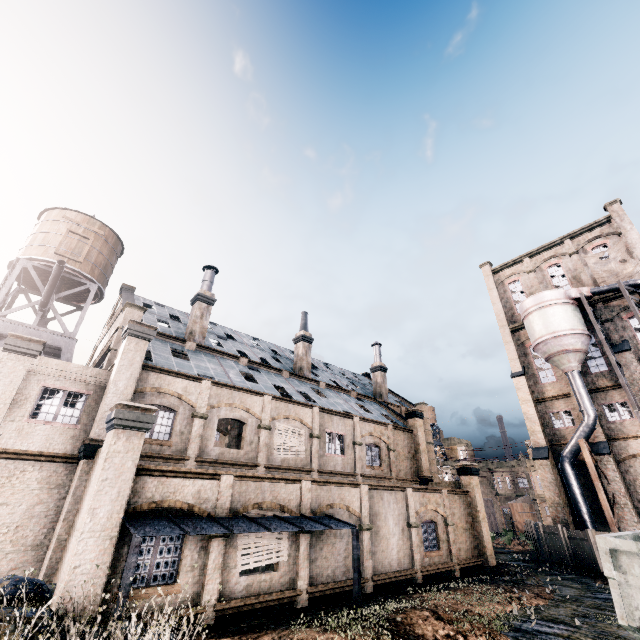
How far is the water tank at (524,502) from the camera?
44.9 meters

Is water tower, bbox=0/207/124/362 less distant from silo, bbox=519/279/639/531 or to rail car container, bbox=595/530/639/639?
rail car container, bbox=595/530/639/639

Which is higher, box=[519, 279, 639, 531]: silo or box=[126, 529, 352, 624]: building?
box=[519, 279, 639, 531]: silo

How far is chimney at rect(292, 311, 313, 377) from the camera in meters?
32.2 m

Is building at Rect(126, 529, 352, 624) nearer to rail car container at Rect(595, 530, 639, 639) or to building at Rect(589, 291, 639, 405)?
building at Rect(589, 291, 639, 405)

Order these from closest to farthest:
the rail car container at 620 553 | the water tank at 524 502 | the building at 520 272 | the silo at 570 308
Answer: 1. the rail car container at 620 553
2. the silo at 570 308
3. the building at 520 272
4. the water tank at 524 502

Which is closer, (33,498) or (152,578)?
(152,578)

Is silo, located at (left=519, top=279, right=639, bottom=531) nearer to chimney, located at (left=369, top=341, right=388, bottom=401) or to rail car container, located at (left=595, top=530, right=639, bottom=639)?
chimney, located at (left=369, top=341, right=388, bottom=401)
